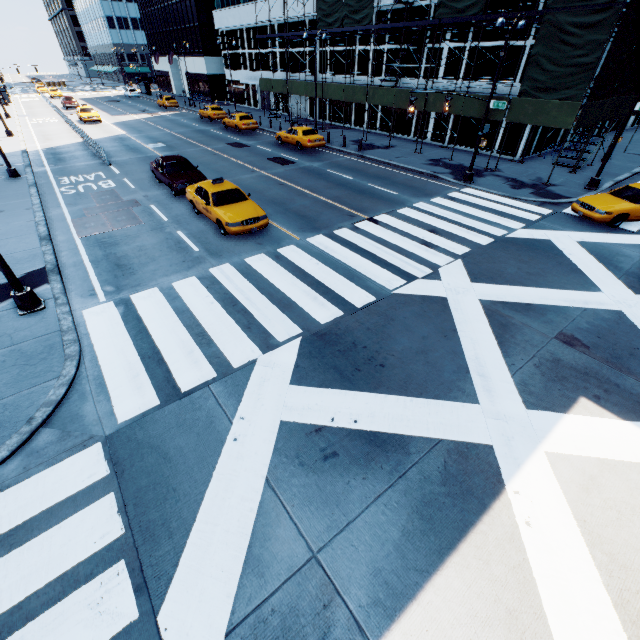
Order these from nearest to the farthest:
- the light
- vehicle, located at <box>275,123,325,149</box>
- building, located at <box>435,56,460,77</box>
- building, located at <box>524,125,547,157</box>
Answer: the light
building, located at <box>524,125,547,157</box>
building, located at <box>435,56,460,77</box>
vehicle, located at <box>275,123,325,149</box>

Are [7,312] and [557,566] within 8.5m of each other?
no

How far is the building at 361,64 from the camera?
29.5 meters

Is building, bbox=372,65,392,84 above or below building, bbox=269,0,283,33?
below

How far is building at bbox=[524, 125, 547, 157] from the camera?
22.89m

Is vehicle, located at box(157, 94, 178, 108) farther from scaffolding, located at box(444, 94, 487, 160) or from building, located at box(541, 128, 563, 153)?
scaffolding, located at box(444, 94, 487, 160)

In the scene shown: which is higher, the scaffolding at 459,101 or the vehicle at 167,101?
the scaffolding at 459,101
